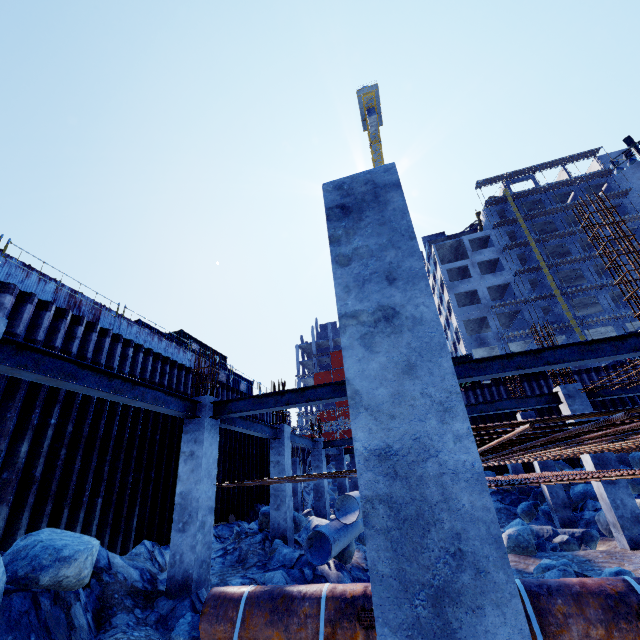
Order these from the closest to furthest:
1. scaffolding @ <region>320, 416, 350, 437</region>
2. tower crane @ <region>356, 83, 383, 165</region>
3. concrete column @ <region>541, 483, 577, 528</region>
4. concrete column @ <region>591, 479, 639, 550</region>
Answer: concrete column @ <region>591, 479, 639, 550</region> → concrete column @ <region>541, 483, 577, 528</region> → scaffolding @ <region>320, 416, 350, 437</region> → tower crane @ <region>356, 83, 383, 165</region>

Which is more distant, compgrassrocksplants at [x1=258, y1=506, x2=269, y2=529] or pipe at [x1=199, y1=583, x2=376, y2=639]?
compgrassrocksplants at [x1=258, y1=506, x2=269, y2=529]

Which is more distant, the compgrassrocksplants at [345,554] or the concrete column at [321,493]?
the concrete column at [321,493]

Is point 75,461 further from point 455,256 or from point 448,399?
point 455,256

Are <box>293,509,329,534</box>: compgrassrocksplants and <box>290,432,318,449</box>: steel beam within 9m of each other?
yes

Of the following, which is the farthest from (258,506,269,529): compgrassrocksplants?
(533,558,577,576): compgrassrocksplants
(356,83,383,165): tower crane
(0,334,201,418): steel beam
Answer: (356,83,383,165): tower crane

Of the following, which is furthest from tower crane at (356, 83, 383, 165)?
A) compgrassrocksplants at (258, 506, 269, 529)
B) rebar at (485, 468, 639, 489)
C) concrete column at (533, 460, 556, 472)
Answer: compgrassrocksplants at (258, 506, 269, 529)

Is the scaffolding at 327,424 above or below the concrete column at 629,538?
above
